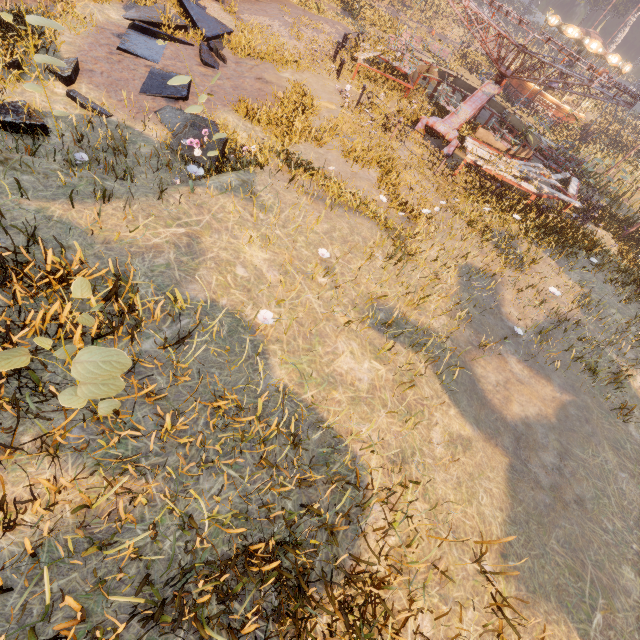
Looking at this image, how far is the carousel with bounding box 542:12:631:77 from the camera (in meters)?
23.42

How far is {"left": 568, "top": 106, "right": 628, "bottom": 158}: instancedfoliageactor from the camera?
22.61m

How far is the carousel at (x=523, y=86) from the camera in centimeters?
2667cm

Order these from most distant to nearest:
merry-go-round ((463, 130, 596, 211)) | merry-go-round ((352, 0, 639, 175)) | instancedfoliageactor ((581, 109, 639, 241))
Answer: instancedfoliageactor ((581, 109, 639, 241)), merry-go-round ((463, 130, 596, 211)), merry-go-round ((352, 0, 639, 175))

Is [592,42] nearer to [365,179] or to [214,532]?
[365,179]

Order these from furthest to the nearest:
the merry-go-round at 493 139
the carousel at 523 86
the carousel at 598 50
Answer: the carousel at 523 86 < the carousel at 598 50 < the merry-go-round at 493 139

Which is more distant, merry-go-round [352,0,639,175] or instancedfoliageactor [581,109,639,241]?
instancedfoliageactor [581,109,639,241]

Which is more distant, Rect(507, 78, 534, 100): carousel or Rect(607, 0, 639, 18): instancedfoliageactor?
Rect(607, 0, 639, 18): instancedfoliageactor
